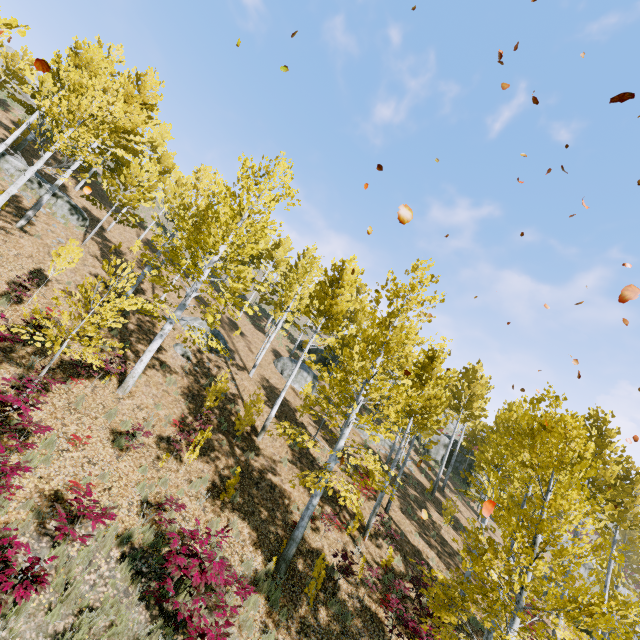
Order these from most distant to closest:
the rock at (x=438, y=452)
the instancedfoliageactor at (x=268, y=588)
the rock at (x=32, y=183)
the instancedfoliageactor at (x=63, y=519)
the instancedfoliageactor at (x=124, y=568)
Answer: the rock at (x=438, y=452) < the rock at (x=32, y=183) < the instancedfoliageactor at (x=268, y=588) < the instancedfoliageactor at (x=124, y=568) < the instancedfoliageactor at (x=63, y=519)

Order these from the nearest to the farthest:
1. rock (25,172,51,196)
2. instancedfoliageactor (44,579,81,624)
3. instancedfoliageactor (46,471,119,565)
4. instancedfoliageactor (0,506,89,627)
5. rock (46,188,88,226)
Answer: instancedfoliageactor (0,506,89,627)
instancedfoliageactor (44,579,81,624)
instancedfoliageactor (46,471,119,565)
rock (25,172,51,196)
rock (46,188,88,226)

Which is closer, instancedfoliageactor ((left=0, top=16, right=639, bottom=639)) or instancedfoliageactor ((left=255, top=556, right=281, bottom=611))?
instancedfoliageactor ((left=0, top=16, right=639, bottom=639))

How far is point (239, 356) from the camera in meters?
22.4

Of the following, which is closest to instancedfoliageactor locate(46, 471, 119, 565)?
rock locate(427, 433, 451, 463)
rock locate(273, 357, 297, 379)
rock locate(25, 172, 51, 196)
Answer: rock locate(25, 172, 51, 196)

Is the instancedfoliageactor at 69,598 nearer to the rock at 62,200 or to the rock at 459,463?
the rock at 62,200

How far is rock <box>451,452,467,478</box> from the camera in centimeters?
3391cm

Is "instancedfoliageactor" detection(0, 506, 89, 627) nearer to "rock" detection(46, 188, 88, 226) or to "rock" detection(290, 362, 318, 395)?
"rock" detection(46, 188, 88, 226)
